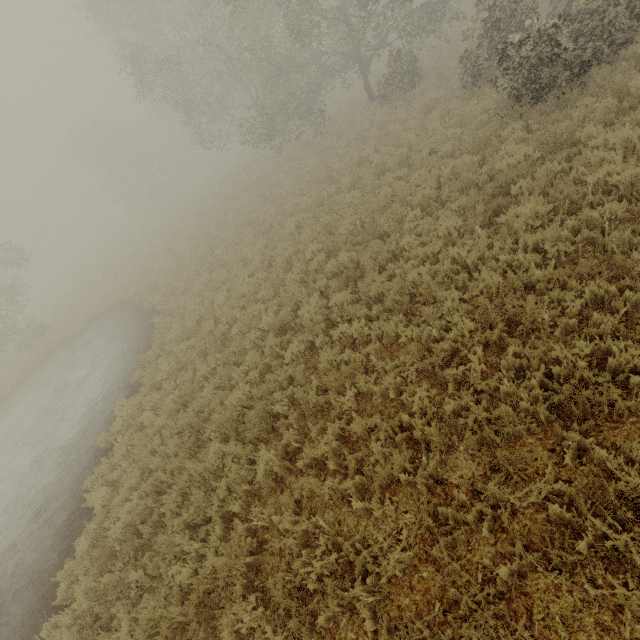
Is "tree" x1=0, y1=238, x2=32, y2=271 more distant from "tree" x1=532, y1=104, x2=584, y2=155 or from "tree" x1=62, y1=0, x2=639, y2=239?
"tree" x1=532, y1=104, x2=584, y2=155

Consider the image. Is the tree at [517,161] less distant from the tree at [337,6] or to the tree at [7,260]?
the tree at [337,6]

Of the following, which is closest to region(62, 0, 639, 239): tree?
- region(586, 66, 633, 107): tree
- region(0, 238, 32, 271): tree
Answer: region(586, 66, 633, 107): tree

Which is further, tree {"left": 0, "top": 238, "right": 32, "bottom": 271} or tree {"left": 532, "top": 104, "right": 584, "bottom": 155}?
tree {"left": 0, "top": 238, "right": 32, "bottom": 271}

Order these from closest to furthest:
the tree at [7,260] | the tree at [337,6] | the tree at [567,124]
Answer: the tree at [567,124] → the tree at [337,6] → the tree at [7,260]

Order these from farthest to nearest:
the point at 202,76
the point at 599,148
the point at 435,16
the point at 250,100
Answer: the point at 250,100, the point at 202,76, the point at 435,16, the point at 599,148

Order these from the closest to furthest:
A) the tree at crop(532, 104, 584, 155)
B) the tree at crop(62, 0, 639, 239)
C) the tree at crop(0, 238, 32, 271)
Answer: the tree at crop(532, 104, 584, 155) < the tree at crop(62, 0, 639, 239) < the tree at crop(0, 238, 32, 271)
